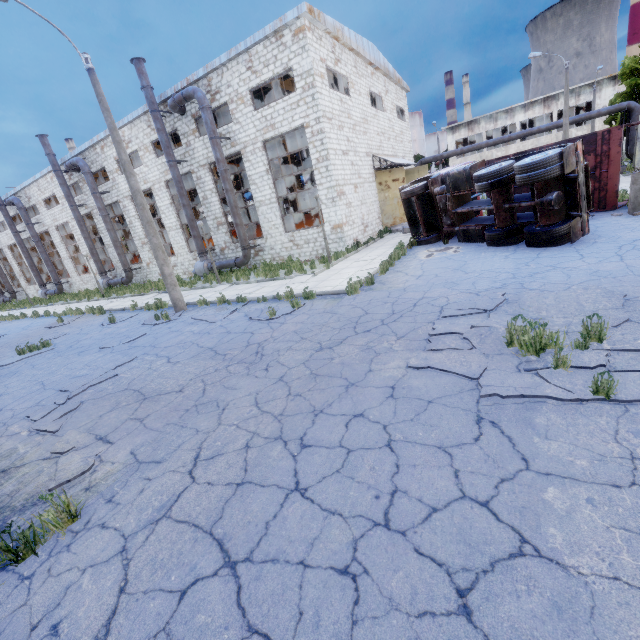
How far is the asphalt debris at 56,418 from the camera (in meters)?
5.89

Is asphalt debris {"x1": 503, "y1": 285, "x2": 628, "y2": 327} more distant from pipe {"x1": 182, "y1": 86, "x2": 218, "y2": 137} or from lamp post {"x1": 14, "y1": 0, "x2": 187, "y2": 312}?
pipe {"x1": 182, "y1": 86, "x2": 218, "y2": 137}

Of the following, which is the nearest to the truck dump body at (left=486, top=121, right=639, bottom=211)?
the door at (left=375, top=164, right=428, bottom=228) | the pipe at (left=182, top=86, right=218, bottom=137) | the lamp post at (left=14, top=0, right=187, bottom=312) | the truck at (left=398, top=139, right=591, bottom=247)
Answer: the truck at (left=398, top=139, right=591, bottom=247)

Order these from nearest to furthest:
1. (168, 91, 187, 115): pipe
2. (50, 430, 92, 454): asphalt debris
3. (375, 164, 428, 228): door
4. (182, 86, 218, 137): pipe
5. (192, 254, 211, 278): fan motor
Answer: (50, 430, 92, 454): asphalt debris → (182, 86, 218, 137): pipe → (168, 91, 187, 115): pipe → (192, 254, 211, 278): fan motor → (375, 164, 428, 228): door

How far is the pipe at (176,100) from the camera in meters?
18.0

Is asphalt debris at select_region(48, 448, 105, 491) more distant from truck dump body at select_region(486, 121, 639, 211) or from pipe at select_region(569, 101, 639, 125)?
pipe at select_region(569, 101, 639, 125)

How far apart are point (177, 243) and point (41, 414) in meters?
20.4 m

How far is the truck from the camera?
9.23m
